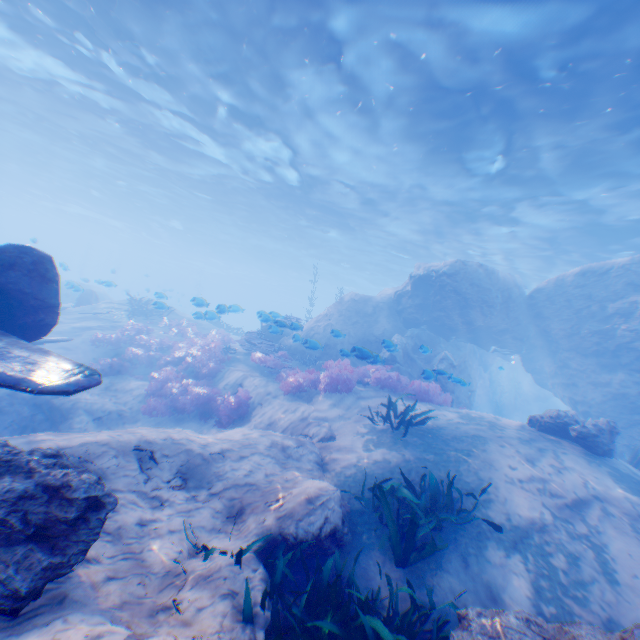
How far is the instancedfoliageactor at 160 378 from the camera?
10.8 meters

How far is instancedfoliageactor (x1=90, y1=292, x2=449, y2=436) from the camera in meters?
10.8 m

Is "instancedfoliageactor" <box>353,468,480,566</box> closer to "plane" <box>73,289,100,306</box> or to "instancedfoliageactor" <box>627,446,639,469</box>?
"plane" <box>73,289,100,306</box>

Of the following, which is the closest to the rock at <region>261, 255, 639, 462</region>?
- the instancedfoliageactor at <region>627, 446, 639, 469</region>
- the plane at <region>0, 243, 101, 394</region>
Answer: the plane at <region>0, 243, 101, 394</region>

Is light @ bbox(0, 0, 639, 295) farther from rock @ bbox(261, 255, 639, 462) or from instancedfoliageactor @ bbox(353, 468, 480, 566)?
instancedfoliageactor @ bbox(353, 468, 480, 566)

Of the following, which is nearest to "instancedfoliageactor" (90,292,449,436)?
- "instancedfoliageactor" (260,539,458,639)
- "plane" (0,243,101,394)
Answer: "plane" (0,243,101,394)

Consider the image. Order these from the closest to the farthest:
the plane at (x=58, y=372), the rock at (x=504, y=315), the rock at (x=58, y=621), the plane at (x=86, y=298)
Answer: the rock at (x=58, y=621) → the plane at (x=58, y=372) → the rock at (x=504, y=315) → the plane at (x=86, y=298)

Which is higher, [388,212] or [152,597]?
[388,212]
